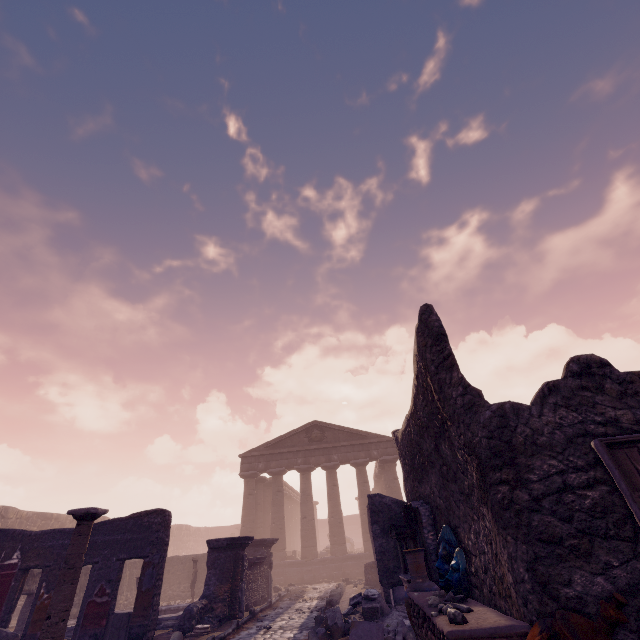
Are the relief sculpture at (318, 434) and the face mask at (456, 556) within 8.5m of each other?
no

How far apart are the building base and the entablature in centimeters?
529cm

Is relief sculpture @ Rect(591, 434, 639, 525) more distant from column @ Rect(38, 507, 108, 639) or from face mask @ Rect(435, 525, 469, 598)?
column @ Rect(38, 507, 108, 639)

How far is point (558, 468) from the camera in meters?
3.3

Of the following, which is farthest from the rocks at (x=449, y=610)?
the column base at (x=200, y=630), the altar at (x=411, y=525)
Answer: the column base at (x=200, y=630)

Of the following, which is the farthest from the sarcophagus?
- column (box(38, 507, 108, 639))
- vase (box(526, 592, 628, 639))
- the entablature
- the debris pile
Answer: the entablature

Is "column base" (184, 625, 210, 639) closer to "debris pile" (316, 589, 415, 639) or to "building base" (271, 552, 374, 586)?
"debris pile" (316, 589, 415, 639)

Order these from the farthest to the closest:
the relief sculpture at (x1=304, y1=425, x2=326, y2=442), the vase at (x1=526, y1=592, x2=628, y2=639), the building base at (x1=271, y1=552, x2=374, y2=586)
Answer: the relief sculpture at (x1=304, y1=425, x2=326, y2=442), the building base at (x1=271, y1=552, x2=374, y2=586), the vase at (x1=526, y1=592, x2=628, y2=639)
